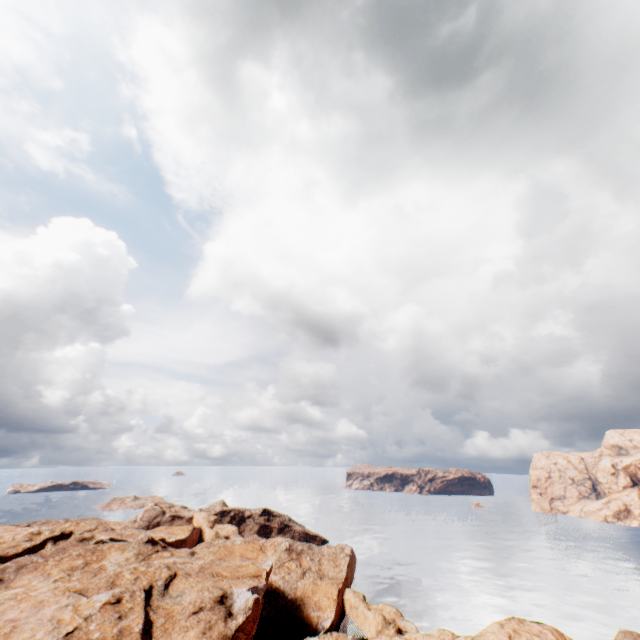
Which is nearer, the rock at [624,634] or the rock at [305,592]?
the rock at [305,592]

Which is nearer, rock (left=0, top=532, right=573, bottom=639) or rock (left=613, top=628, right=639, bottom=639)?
rock (left=0, top=532, right=573, bottom=639)

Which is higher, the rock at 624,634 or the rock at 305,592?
the rock at 305,592

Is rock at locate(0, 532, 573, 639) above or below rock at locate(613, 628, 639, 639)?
above

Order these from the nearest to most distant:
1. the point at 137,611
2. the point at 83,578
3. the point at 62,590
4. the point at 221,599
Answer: the point at 137,611 < the point at 221,599 < the point at 62,590 < the point at 83,578
